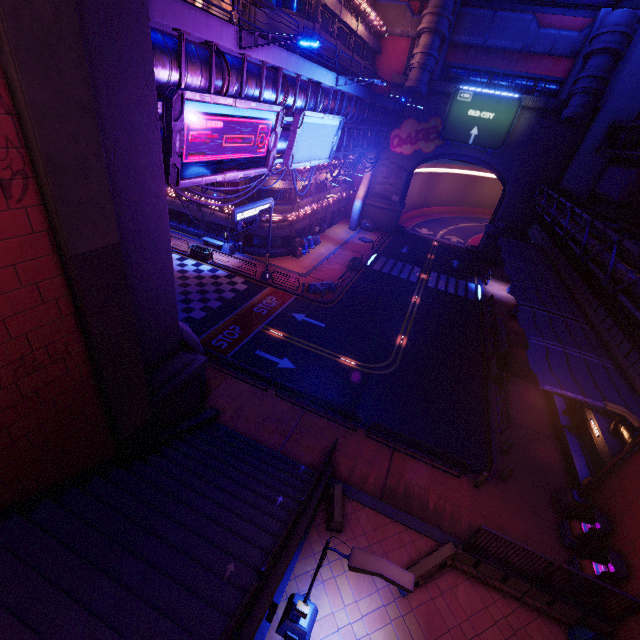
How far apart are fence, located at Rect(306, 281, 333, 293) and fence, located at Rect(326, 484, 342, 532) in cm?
1774

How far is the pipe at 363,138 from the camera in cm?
2805

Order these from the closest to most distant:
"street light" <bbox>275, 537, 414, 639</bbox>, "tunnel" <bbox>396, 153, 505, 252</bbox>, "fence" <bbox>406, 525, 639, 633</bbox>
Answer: "street light" <bbox>275, 537, 414, 639</bbox> → "fence" <bbox>406, 525, 639, 633</bbox> → "tunnel" <bbox>396, 153, 505, 252</bbox>

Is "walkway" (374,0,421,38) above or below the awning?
above

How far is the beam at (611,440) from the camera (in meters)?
14.48

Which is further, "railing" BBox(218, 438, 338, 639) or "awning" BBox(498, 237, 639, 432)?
"awning" BBox(498, 237, 639, 432)

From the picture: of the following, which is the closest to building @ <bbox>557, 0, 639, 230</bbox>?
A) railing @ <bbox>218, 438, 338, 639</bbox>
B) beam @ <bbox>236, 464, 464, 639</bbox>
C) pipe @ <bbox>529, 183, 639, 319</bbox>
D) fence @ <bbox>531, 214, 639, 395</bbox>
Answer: pipe @ <bbox>529, 183, 639, 319</bbox>

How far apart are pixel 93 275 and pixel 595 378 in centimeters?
1944cm
